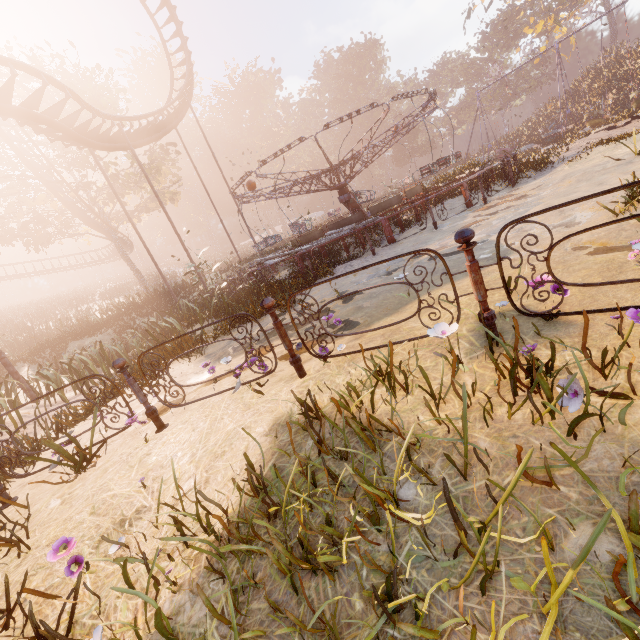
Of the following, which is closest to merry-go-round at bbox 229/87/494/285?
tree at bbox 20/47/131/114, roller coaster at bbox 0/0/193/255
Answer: roller coaster at bbox 0/0/193/255

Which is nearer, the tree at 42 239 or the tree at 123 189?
the tree at 42 239

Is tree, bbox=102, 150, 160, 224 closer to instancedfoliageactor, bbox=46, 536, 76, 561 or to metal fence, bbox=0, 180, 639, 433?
metal fence, bbox=0, 180, 639, 433

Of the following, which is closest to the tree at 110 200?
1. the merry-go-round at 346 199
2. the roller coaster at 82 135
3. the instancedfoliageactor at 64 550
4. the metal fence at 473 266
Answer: the roller coaster at 82 135

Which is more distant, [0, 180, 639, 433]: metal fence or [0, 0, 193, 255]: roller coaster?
[0, 0, 193, 255]: roller coaster

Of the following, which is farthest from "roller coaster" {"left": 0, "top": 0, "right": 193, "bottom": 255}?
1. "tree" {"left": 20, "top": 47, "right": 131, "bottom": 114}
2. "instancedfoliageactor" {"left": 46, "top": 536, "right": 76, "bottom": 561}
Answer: "instancedfoliageactor" {"left": 46, "top": 536, "right": 76, "bottom": 561}

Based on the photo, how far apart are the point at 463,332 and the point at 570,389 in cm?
136

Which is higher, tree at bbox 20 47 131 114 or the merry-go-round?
tree at bbox 20 47 131 114
